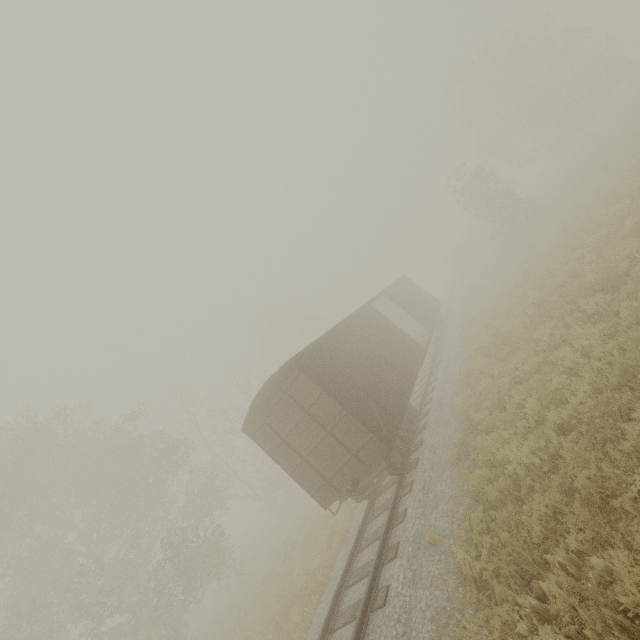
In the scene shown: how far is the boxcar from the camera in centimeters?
896cm

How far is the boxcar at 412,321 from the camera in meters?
9.0 m

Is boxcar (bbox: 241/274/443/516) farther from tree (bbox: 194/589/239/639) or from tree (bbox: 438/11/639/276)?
tree (bbox: 438/11/639/276)

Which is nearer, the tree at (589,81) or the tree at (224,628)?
the tree at (224,628)

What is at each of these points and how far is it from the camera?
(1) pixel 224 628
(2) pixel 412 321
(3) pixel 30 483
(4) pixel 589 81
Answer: (1) tree, 16.2 meters
(2) boxcar, 26.0 meters
(3) tree, 17.3 meters
(4) tree, 27.0 meters

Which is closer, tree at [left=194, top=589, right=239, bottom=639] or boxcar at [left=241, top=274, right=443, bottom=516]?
boxcar at [left=241, top=274, right=443, bottom=516]

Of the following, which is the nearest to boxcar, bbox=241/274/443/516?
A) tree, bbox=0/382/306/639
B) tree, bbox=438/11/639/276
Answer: tree, bbox=0/382/306/639
